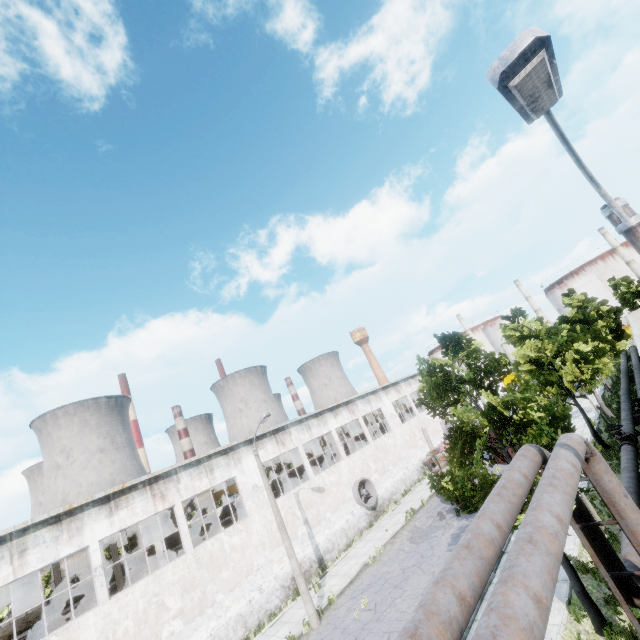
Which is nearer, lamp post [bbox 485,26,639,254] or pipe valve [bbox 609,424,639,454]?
lamp post [bbox 485,26,639,254]

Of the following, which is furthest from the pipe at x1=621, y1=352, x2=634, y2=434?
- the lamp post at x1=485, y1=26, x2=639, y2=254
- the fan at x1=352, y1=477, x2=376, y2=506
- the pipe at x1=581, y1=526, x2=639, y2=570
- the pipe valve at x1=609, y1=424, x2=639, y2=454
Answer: the lamp post at x1=485, y1=26, x2=639, y2=254

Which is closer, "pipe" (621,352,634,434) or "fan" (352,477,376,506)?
"pipe" (621,352,634,434)

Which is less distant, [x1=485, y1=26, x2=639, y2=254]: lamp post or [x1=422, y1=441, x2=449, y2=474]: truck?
[x1=485, y1=26, x2=639, y2=254]: lamp post

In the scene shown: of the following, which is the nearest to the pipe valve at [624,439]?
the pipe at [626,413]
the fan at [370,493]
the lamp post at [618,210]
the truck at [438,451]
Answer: the pipe at [626,413]

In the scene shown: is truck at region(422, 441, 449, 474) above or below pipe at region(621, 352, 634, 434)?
above

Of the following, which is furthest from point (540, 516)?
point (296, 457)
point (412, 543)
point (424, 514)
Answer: point (296, 457)

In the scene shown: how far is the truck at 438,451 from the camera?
22.17m
